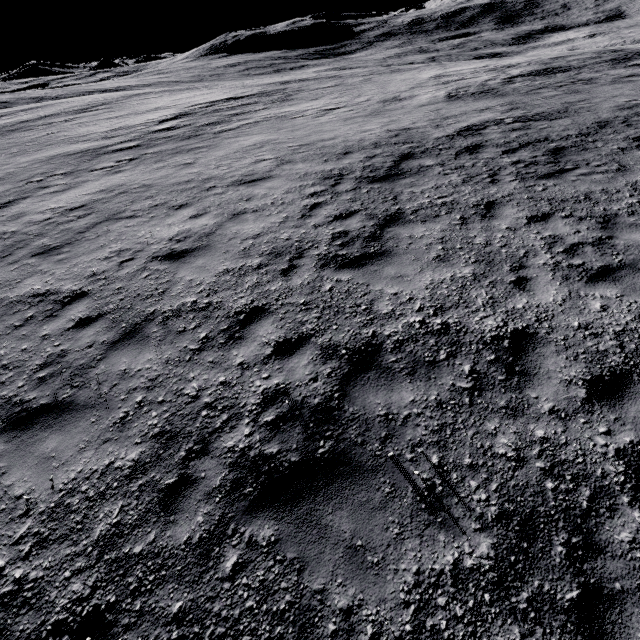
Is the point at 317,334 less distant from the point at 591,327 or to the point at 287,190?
the point at 591,327
